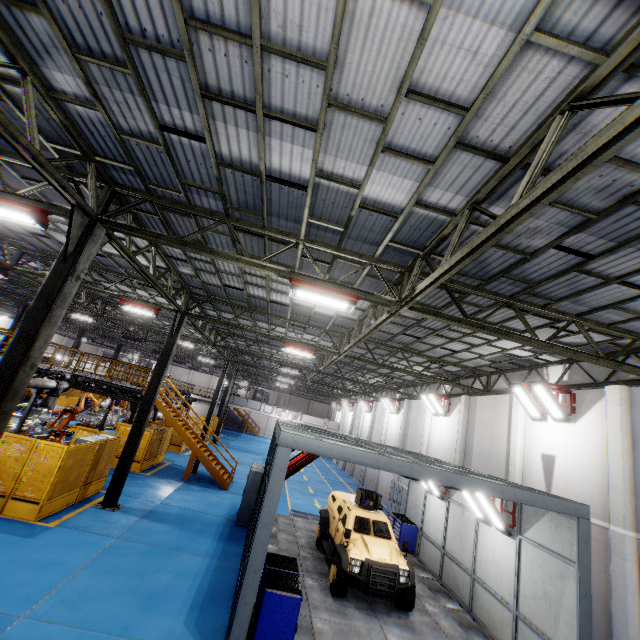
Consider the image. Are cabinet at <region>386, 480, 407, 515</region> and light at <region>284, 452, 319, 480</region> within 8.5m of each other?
no

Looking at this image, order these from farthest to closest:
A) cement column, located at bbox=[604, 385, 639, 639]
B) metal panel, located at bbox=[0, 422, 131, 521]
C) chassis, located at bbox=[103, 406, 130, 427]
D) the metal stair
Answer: chassis, located at bbox=[103, 406, 130, 427]
the metal stair
metal panel, located at bbox=[0, 422, 131, 521]
cement column, located at bbox=[604, 385, 639, 639]

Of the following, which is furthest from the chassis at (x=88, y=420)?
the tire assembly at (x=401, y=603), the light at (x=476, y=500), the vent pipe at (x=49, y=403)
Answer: the light at (x=476, y=500)

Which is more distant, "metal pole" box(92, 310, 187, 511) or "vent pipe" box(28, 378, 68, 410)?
"vent pipe" box(28, 378, 68, 410)

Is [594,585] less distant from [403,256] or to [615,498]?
[615,498]

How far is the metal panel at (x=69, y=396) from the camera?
29.88m

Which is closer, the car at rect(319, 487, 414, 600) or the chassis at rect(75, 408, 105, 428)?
the car at rect(319, 487, 414, 600)

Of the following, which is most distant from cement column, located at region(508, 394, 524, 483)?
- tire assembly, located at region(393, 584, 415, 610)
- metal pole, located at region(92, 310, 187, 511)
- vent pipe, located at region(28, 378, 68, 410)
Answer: vent pipe, located at region(28, 378, 68, 410)
